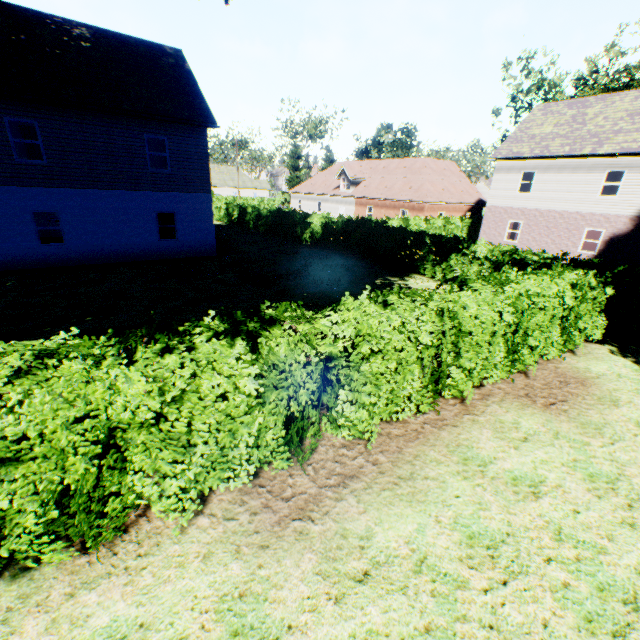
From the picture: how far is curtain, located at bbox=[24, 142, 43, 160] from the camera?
20.16m

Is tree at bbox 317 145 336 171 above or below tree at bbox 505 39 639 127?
below

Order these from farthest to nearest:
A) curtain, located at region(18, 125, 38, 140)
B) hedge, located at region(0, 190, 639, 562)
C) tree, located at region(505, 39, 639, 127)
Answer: tree, located at region(505, 39, 639, 127) → curtain, located at region(18, 125, 38, 140) → hedge, located at region(0, 190, 639, 562)

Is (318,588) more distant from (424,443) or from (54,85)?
(54,85)

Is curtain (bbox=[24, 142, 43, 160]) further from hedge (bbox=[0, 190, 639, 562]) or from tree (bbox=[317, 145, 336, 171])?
tree (bbox=[317, 145, 336, 171])

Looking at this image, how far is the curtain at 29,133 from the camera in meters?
19.8 m

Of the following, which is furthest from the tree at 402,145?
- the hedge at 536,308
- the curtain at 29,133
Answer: the curtain at 29,133

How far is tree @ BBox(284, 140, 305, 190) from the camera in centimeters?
4928cm
